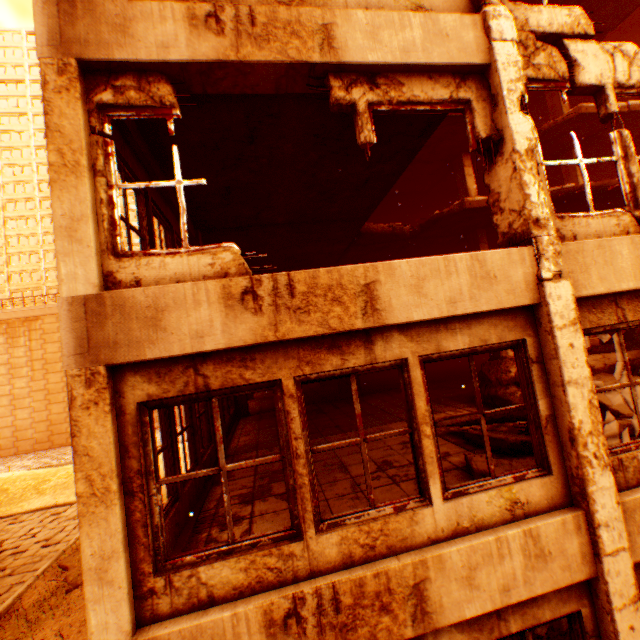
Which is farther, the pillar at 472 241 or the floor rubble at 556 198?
the pillar at 472 241

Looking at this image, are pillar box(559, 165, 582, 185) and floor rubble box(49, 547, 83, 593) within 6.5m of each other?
no

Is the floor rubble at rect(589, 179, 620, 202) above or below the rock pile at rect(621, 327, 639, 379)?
above

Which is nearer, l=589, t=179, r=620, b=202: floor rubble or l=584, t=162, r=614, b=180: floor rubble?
l=589, t=179, r=620, b=202: floor rubble

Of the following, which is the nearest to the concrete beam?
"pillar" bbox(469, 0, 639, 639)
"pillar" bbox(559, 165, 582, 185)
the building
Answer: "pillar" bbox(469, 0, 639, 639)

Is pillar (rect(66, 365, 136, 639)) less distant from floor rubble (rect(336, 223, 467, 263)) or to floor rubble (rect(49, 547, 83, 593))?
floor rubble (rect(336, 223, 467, 263))

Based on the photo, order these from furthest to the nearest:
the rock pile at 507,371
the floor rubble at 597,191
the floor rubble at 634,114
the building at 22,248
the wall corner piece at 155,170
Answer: the building at 22,248 < the floor rubble at 634,114 < the floor rubble at 597,191 < the rock pile at 507,371 < the wall corner piece at 155,170

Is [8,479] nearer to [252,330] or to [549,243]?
[252,330]
